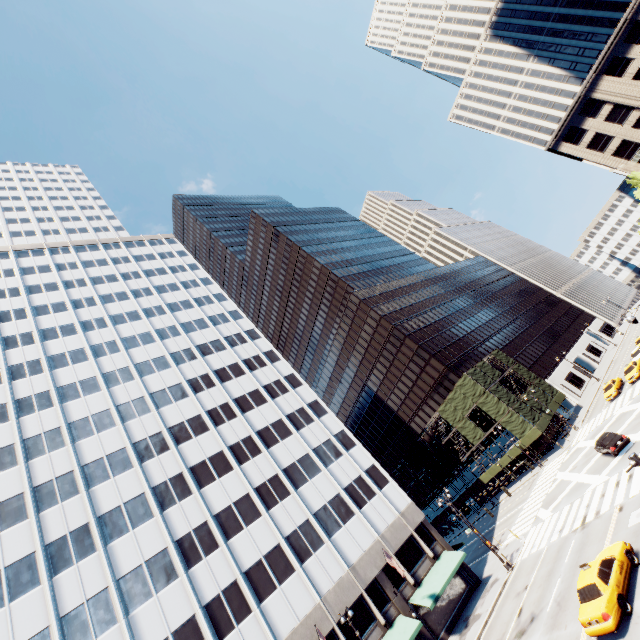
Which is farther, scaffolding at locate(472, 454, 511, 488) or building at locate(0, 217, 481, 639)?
scaffolding at locate(472, 454, 511, 488)

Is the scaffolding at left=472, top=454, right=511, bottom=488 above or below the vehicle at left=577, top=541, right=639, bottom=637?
above

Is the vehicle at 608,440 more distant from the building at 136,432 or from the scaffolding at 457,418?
the building at 136,432

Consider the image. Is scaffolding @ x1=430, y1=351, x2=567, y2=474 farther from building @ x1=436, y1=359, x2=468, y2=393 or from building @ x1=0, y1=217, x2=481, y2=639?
building @ x1=0, y1=217, x2=481, y2=639

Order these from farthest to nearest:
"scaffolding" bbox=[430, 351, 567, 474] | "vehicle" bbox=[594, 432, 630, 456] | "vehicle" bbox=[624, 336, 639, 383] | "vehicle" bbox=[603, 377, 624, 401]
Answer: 1. "scaffolding" bbox=[430, 351, 567, 474]
2. "vehicle" bbox=[603, 377, 624, 401]
3. "vehicle" bbox=[624, 336, 639, 383]
4. "vehicle" bbox=[594, 432, 630, 456]

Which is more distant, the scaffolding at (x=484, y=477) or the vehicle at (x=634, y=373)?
the scaffolding at (x=484, y=477)

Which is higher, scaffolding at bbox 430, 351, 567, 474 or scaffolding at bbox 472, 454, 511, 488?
scaffolding at bbox 430, 351, 567, 474

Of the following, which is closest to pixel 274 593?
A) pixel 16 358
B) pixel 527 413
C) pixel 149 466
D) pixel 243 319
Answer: pixel 149 466
